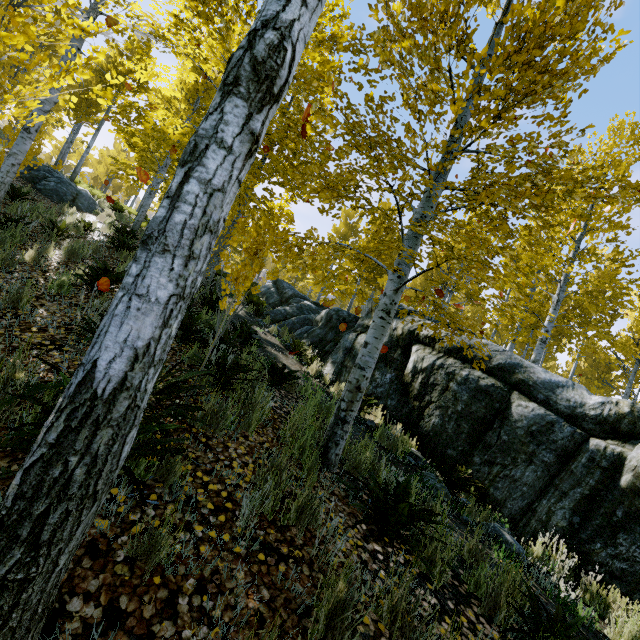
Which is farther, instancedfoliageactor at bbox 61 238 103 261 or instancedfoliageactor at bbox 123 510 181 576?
instancedfoliageactor at bbox 61 238 103 261

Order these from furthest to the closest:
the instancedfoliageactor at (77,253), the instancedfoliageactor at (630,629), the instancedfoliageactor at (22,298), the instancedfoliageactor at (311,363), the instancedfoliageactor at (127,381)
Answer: the instancedfoliageactor at (311,363)
the instancedfoliageactor at (77,253)
the instancedfoliageactor at (22,298)
the instancedfoliageactor at (630,629)
the instancedfoliageactor at (127,381)

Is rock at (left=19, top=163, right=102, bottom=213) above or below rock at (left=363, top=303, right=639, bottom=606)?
above

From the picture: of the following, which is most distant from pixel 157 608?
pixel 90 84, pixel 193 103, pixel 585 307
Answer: pixel 90 84

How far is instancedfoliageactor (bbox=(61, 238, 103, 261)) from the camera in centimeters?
659cm

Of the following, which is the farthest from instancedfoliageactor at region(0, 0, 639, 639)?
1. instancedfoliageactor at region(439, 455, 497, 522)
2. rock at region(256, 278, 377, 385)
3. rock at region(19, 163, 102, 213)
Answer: rock at region(19, 163, 102, 213)

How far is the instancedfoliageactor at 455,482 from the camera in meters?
4.6
